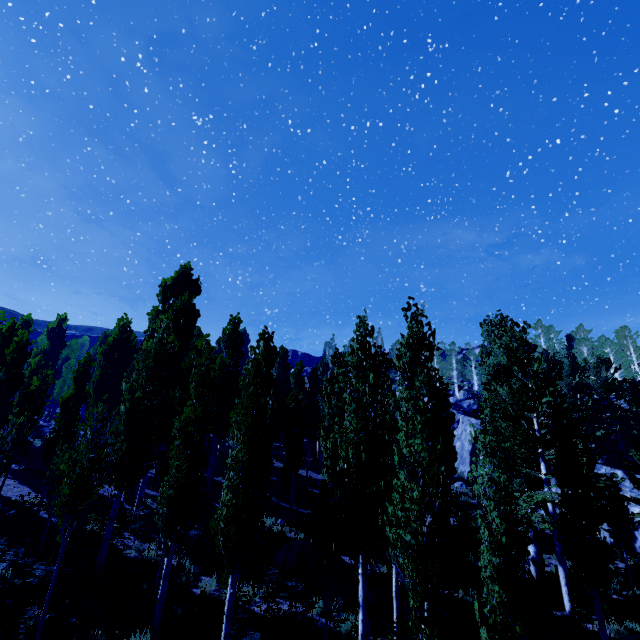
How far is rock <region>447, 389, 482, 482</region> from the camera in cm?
3372

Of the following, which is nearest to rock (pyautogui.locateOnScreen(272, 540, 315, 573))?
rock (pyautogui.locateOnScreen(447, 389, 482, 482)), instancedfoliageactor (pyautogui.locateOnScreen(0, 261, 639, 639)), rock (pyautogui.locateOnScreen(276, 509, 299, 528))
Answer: instancedfoliageactor (pyautogui.locateOnScreen(0, 261, 639, 639))

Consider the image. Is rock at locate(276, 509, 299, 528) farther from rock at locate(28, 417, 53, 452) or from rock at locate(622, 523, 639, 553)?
rock at locate(28, 417, 53, 452)

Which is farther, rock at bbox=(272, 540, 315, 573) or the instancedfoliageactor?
rock at bbox=(272, 540, 315, 573)

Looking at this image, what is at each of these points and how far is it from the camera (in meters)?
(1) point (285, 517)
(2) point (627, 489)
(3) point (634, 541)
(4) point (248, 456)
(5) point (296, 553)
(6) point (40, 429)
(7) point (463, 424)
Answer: (1) rock, 19.56
(2) rock, 21.84
(3) rock, 19.08
(4) instancedfoliageactor, 8.70
(5) rock, 14.84
(6) rock, 29.80
(7) rock, 38.44

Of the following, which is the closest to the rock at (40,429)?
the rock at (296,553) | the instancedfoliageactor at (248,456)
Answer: the instancedfoliageactor at (248,456)

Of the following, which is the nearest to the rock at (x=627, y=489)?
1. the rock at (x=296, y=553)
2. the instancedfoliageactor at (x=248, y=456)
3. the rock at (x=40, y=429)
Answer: the instancedfoliageactor at (x=248, y=456)

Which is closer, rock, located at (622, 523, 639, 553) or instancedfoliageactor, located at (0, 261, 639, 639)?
instancedfoliageactor, located at (0, 261, 639, 639)
